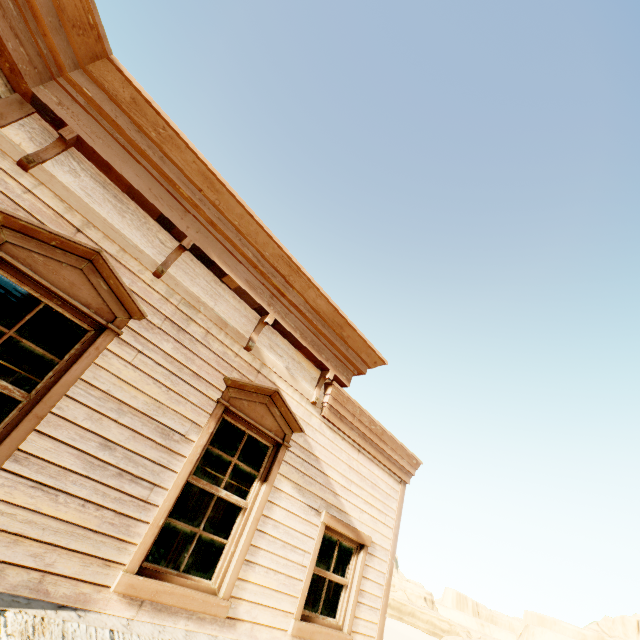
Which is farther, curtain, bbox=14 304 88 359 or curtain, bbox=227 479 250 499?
curtain, bbox=227 479 250 499

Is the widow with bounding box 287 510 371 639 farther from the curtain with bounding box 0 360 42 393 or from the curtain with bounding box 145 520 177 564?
the curtain with bounding box 0 360 42 393

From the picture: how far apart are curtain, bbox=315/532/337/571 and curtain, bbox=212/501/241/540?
1.3 meters

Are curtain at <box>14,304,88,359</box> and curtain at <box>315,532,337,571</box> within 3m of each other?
no

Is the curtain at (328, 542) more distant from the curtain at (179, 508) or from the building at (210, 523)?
the curtain at (179, 508)

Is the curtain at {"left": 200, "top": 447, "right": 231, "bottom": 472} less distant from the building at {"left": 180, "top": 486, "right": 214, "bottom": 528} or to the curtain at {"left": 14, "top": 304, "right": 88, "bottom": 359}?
the building at {"left": 180, "top": 486, "right": 214, "bottom": 528}

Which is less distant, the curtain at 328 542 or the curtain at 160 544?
the curtain at 160 544

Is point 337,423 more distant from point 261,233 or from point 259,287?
point 261,233
